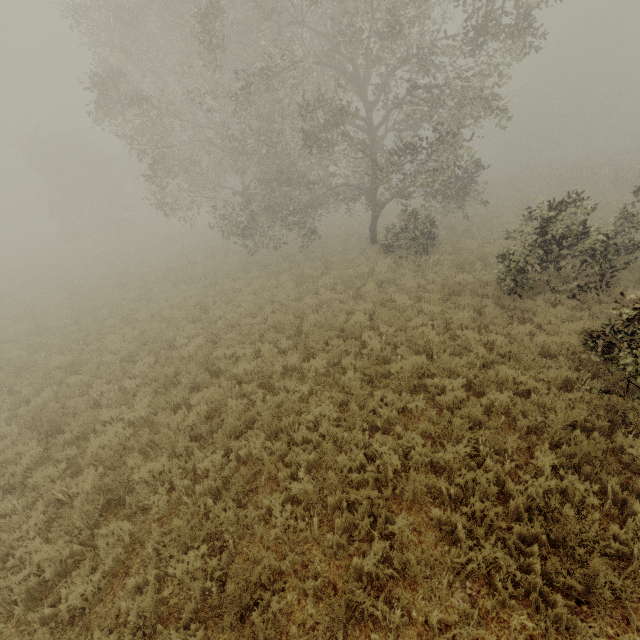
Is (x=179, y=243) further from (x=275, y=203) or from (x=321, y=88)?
(x=321, y=88)
